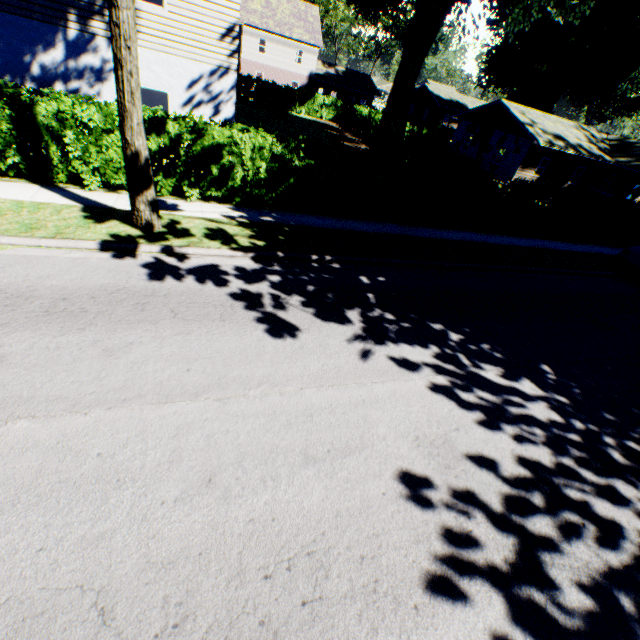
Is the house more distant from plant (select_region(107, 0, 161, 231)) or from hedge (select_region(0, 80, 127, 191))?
hedge (select_region(0, 80, 127, 191))

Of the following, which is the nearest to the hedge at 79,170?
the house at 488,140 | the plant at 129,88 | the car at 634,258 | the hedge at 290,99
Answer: the hedge at 290,99

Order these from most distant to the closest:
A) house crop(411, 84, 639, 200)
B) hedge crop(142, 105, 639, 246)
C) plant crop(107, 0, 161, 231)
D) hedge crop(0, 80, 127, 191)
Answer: house crop(411, 84, 639, 200) < hedge crop(142, 105, 639, 246) < hedge crop(0, 80, 127, 191) < plant crop(107, 0, 161, 231)

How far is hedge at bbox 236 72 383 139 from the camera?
33.6m

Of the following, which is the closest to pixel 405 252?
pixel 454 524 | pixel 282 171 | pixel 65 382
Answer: pixel 282 171

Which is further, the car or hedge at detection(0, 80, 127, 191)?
the car

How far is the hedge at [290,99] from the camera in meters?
33.6 m

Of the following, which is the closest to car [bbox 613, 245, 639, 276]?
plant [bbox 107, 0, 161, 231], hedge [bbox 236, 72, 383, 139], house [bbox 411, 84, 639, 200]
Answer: hedge [bbox 236, 72, 383, 139]
